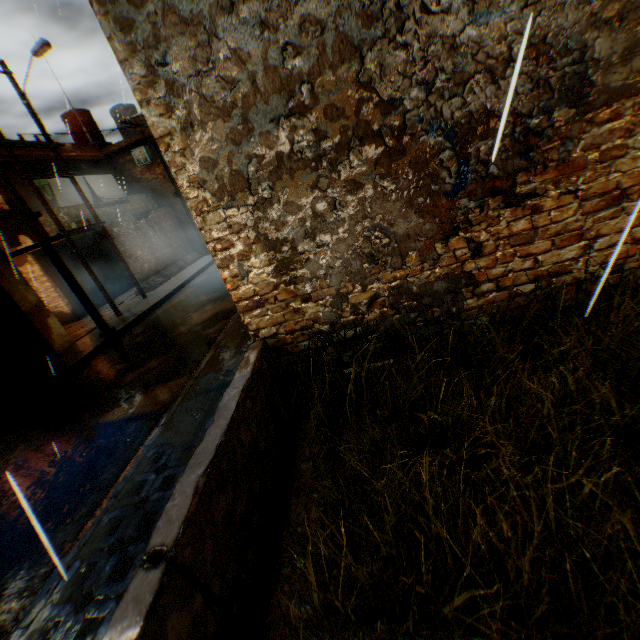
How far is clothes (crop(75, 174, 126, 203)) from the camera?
15.2m

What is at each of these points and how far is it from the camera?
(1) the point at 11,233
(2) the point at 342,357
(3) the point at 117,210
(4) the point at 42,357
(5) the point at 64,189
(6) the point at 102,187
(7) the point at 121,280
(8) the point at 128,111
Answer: (1) building, 8.2 meters
(2) building, 4.0 meters
(3) balcony, 15.6 meters
(4) wooden gate, 9.8 meters
(5) clothes, 14.1 meters
(6) clothes, 16.2 meters
(7) rolling overhead door, 18.0 meters
(8) water tank, 20.7 meters

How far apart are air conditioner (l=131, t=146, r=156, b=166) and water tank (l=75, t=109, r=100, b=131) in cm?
441

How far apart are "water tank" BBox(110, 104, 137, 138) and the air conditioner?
4.84m

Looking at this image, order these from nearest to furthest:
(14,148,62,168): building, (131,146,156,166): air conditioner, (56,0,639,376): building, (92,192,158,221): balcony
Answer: (56,0,639,376): building < (14,148,62,168): building < (92,192,158,221): balcony < (131,146,156,166): air conditioner

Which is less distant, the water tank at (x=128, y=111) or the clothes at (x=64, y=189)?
the clothes at (x=64, y=189)

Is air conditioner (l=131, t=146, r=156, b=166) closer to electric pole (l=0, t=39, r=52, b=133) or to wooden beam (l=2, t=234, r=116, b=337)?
wooden beam (l=2, t=234, r=116, b=337)

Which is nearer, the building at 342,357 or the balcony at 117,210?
the building at 342,357
